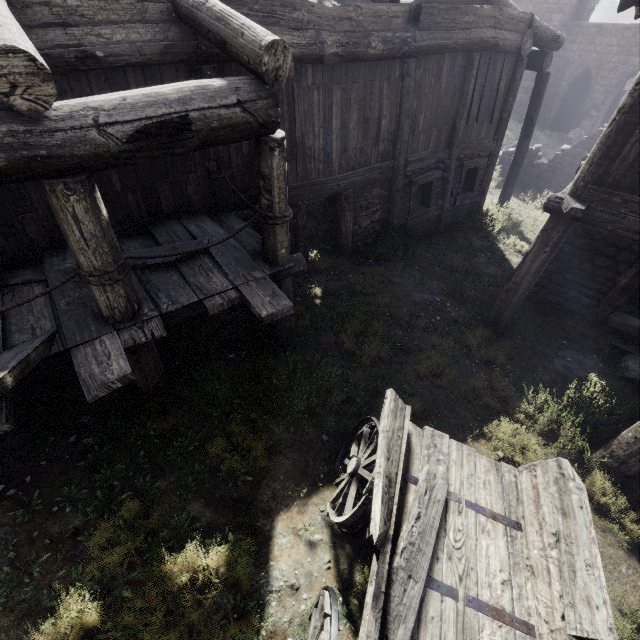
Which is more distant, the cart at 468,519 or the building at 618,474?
the building at 618,474

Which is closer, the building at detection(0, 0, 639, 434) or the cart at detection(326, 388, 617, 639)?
Answer: the cart at detection(326, 388, 617, 639)

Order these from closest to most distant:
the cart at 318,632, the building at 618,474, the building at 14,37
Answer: the cart at 318,632 → the building at 14,37 → the building at 618,474

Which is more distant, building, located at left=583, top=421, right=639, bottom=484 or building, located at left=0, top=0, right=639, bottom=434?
building, located at left=583, top=421, right=639, bottom=484

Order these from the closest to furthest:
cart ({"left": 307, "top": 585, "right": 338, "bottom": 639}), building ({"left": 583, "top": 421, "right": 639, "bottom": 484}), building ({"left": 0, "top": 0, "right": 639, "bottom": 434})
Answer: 1. cart ({"left": 307, "top": 585, "right": 338, "bottom": 639})
2. building ({"left": 0, "top": 0, "right": 639, "bottom": 434})
3. building ({"left": 583, "top": 421, "right": 639, "bottom": 484})

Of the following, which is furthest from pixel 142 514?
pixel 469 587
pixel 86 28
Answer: pixel 86 28
